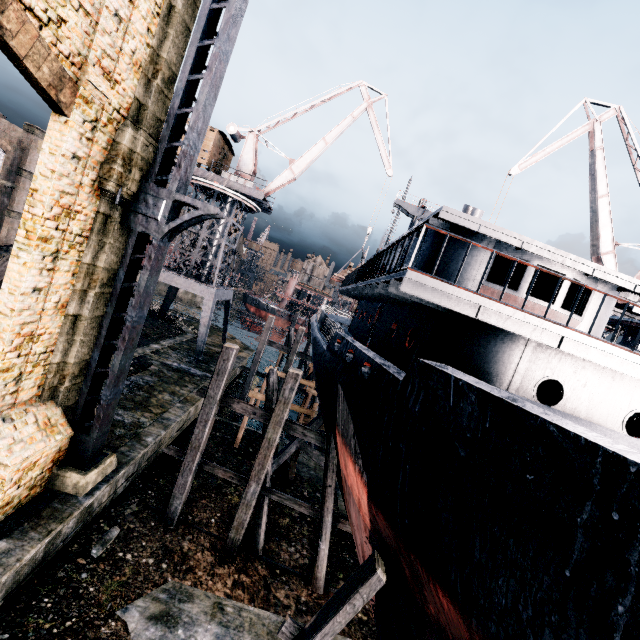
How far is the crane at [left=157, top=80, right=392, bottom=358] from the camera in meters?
27.2

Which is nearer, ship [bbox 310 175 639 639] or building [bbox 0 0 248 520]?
ship [bbox 310 175 639 639]

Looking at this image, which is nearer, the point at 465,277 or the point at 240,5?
the point at 240,5

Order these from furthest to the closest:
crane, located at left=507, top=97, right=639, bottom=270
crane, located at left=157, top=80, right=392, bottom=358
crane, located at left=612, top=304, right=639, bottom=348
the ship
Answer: crane, located at left=157, top=80, right=392, bottom=358, crane, located at left=507, top=97, right=639, bottom=270, crane, located at left=612, top=304, right=639, bottom=348, the ship

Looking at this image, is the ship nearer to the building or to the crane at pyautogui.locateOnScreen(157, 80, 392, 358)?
the crane at pyautogui.locateOnScreen(157, 80, 392, 358)

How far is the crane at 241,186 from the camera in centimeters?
2723cm

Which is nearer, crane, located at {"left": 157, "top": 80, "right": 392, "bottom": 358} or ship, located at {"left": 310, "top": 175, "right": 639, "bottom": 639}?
ship, located at {"left": 310, "top": 175, "right": 639, "bottom": 639}

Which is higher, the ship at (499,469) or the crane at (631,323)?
the crane at (631,323)
